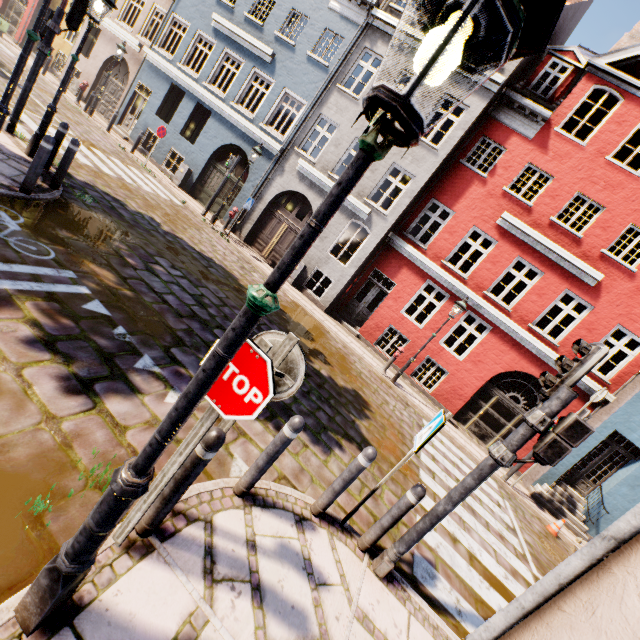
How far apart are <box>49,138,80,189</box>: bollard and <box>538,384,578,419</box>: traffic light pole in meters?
8.9 m

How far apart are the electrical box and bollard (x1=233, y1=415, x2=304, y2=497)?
16.0m

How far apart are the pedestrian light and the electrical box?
17.0m

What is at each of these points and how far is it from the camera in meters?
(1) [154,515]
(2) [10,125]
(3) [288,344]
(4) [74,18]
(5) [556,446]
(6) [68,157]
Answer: (1) bollard, 2.5 m
(2) traffic light pole, 7.5 m
(3) sign pole, 2.4 m
(4) traffic light, 7.1 m
(5) pedestrian light, 3.2 m
(6) bollard, 6.4 m

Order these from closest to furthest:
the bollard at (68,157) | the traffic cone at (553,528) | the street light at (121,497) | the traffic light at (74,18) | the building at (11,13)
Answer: the street light at (121,497)
the bollard at (68,157)
the traffic light at (74,18)
the traffic cone at (553,528)
the building at (11,13)

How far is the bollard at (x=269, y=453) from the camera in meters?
3.2 m

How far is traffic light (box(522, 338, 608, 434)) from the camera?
3.17m

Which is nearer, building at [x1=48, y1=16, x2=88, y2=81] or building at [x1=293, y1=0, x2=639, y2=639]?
building at [x1=293, y1=0, x2=639, y2=639]
